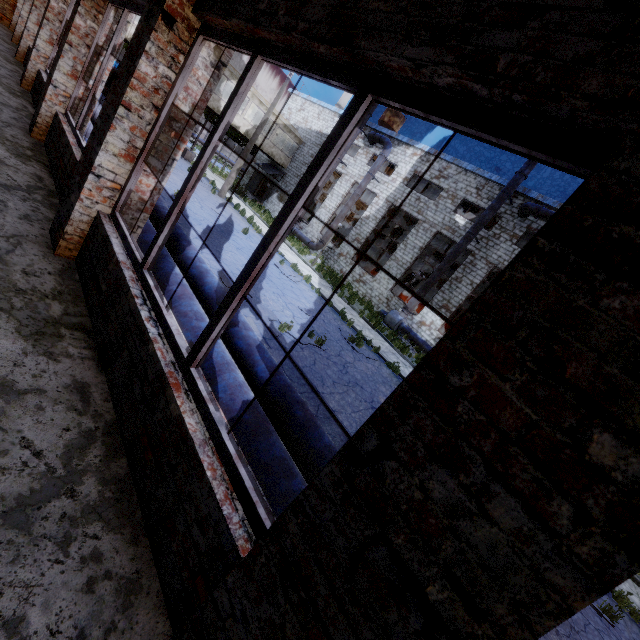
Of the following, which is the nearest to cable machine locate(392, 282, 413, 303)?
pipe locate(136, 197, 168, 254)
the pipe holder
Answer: the pipe holder

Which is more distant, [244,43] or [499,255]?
[499,255]

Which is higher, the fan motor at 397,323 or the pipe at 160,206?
the pipe at 160,206

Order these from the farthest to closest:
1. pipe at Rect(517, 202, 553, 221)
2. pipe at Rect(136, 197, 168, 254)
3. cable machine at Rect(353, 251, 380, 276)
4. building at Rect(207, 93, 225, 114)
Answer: cable machine at Rect(353, 251, 380, 276) < building at Rect(207, 93, 225, 114) < pipe at Rect(517, 202, 553, 221) < pipe at Rect(136, 197, 168, 254)

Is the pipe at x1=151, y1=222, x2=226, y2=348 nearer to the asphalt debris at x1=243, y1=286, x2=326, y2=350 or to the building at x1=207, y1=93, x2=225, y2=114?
the asphalt debris at x1=243, y1=286, x2=326, y2=350

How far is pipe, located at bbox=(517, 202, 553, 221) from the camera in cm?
1694

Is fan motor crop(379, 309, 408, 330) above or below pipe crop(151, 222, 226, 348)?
below

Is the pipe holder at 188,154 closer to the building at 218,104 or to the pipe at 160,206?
the building at 218,104
